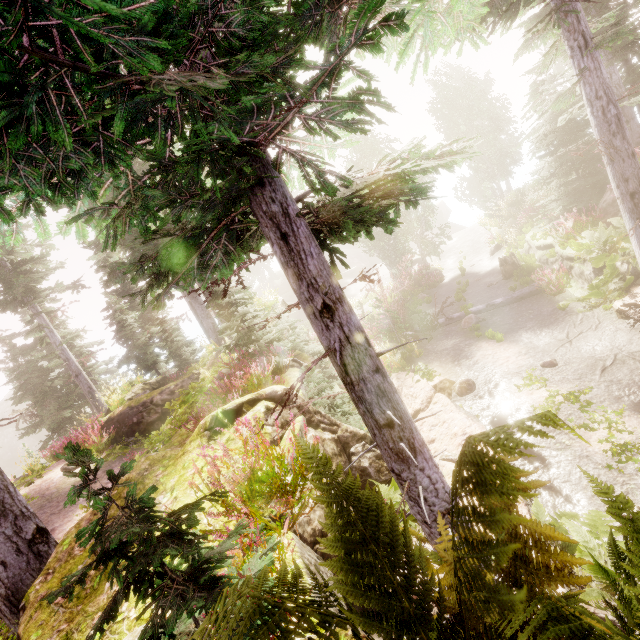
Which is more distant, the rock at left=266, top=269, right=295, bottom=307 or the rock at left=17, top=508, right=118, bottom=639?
the rock at left=266, top=269, right=295, bottom=307

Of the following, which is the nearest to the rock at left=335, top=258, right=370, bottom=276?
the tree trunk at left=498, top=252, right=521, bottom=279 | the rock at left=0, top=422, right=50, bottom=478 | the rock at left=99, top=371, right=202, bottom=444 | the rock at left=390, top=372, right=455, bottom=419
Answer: the rock at left=99, top=371, right=202, bottom=444

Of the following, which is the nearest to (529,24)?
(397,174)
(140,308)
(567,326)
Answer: (567,326)

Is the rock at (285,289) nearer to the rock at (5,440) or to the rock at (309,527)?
the rock at (309,527)

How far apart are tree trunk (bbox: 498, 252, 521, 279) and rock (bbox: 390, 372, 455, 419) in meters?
9.2 m

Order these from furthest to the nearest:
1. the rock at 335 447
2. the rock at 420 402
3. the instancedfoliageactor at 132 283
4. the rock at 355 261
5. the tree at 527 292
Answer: the rock at 355 261 → the tree at 527 292 → the rock at 420 402 → the rock at 335 447 → the instancedfoliageactor at 132 283

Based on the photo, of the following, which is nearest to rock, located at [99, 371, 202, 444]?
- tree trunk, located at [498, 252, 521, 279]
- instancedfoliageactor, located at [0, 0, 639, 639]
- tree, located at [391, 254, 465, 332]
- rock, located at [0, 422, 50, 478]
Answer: instancedfoliageactor, located at [0, 0, 639, 639]

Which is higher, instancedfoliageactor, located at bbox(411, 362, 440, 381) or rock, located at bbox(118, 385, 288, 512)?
rock, located at bbox(118, 385, 288, 512)
